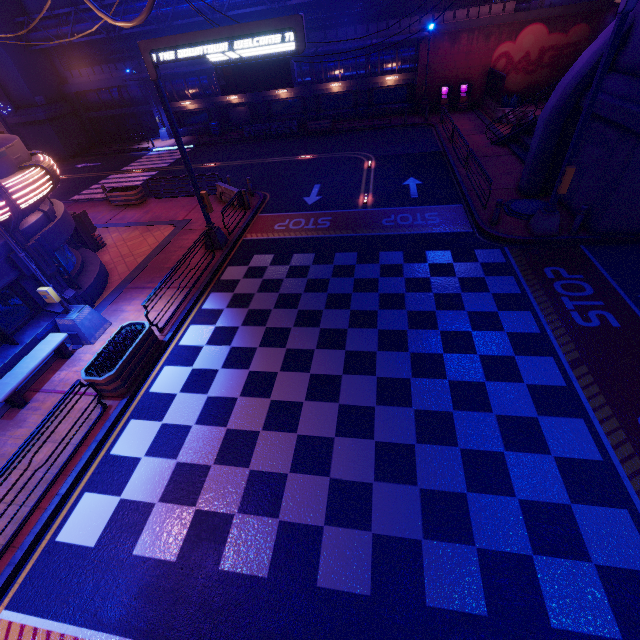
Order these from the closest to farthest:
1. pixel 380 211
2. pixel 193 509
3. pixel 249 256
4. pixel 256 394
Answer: A:
1. pixel 193 509
2. pixel 256 394
3. pixel 249 256
4. pixel 380 211

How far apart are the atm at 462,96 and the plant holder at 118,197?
26.7m

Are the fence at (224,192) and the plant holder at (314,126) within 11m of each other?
no

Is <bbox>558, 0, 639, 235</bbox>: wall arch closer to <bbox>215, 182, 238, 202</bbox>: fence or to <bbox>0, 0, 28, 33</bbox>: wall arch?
<bbox>215, 182, 238, 202</bbox>: fence

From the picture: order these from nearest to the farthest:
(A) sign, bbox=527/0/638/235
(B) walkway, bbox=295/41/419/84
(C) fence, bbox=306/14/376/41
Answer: (A) sign, bbox=527/0/638/235, (C) fence, bbox=306/14/376/41, (B) walkway, bbox=295/41/419/84

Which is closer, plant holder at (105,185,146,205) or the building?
plant holder at (105,185,146,205)

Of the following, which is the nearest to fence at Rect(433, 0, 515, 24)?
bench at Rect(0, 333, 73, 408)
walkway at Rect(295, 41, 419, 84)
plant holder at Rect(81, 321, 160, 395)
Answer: walkway at Rect(295, 41, 419, 84)

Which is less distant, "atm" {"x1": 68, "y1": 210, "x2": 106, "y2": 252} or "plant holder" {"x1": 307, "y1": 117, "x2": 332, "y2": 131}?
"atm" {"x1": 68, "y1": 210, "x2": 106, "y2": 252}
